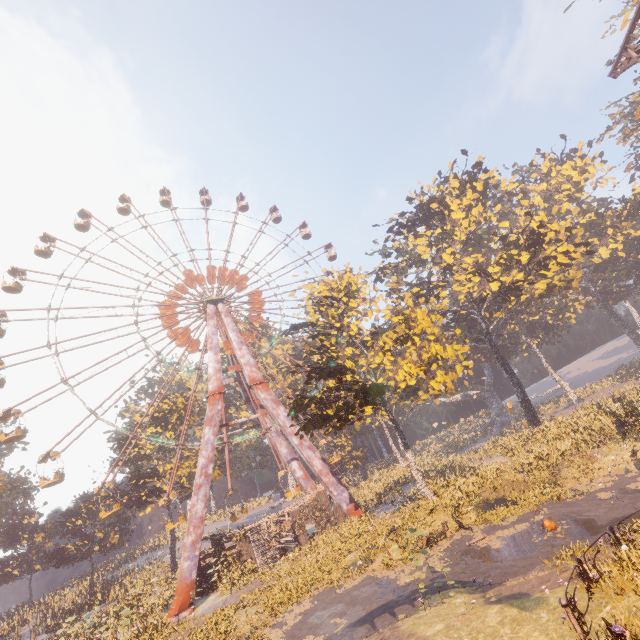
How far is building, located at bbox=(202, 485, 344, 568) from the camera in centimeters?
2695cm

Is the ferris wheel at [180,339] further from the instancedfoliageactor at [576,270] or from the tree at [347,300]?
the instancedfoliageactor at [576,270]

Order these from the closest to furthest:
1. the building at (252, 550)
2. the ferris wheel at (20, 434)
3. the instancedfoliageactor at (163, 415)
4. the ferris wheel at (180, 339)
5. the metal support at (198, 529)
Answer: the metal support at (198, 529)
the building at (252, 550)
the ferris wheel at (20, 434)
the ferris wheel at (180, 339)
the instancedfoliageactor at (163, 415)

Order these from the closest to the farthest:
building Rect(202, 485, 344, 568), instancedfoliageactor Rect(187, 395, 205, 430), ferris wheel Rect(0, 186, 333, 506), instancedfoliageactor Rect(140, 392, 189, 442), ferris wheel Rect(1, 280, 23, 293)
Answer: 1. building Rect(202, 485, 344, 568)
2. ferris wheel Rect(0, 186, 333, 506)
3. ferris wheel Rect(1, 280, 23, 293)
4. instancedfoliageactor Rect(140, 392, 189, 442)
5. instancedfoliageactor Rect(187, 395, 205, 430)

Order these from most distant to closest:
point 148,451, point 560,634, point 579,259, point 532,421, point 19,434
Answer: point 148,451, point 579,259, point 532,421, point 19,434, point 560,634

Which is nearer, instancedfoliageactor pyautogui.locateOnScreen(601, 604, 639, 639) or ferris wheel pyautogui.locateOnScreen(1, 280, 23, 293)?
instancedfoliageactor pyautogui.locateOnScreen(601, 604, 639, 639)

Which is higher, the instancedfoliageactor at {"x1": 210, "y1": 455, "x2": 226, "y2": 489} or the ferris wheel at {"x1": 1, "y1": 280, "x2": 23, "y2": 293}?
the ferris wheel at {"x1": 1, "y1": 280, "x2": 23, "y2": 293}

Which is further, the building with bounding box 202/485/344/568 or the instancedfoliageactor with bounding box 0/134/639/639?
the building with bounding box 202/485/344/568
